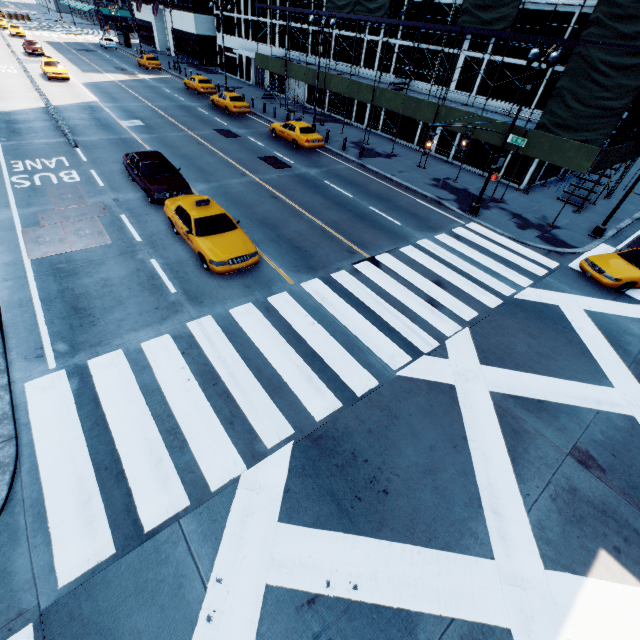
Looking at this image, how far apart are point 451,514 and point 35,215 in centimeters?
1775cm

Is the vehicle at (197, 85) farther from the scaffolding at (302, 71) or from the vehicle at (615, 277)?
the vehicle at (615, 277)

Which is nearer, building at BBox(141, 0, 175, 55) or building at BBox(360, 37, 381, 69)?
building at BBox(360, 37, 381, 69)

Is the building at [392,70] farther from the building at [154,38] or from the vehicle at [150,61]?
the vehicle at [150,61]

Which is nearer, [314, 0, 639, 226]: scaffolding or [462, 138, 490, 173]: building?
[314, 0, 639, 226]: scaffolding

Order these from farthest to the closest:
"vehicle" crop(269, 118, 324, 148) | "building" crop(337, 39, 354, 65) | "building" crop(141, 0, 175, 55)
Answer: "building" crop(141, 0, 175, 55) → "building" crop(337, 39, 354, 65) → "vehicle" crop(269, 118, 324, 148)

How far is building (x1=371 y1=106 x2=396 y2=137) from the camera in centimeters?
2834cm

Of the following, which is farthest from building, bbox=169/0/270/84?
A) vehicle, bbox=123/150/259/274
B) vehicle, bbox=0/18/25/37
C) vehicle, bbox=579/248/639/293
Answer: vehicle, bbox=0/18/25/37
